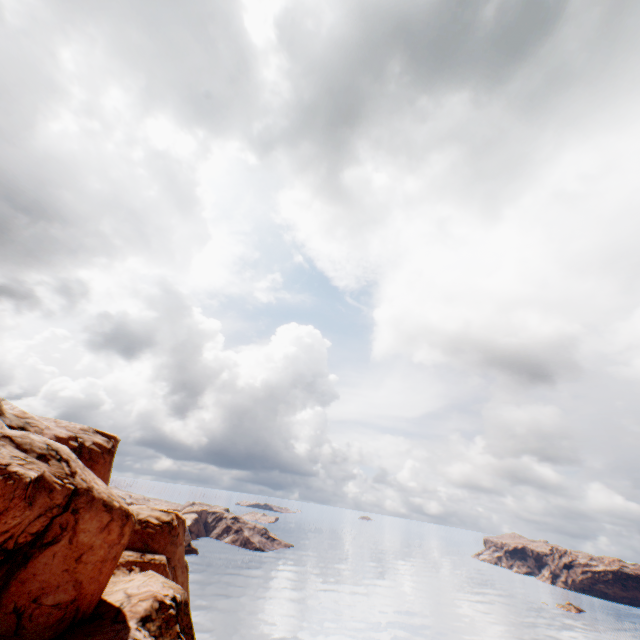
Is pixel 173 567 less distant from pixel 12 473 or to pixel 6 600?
pixel 6 600
